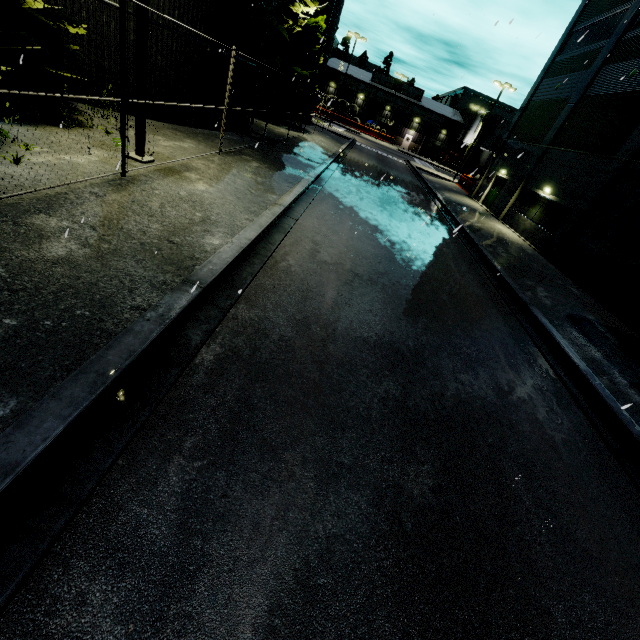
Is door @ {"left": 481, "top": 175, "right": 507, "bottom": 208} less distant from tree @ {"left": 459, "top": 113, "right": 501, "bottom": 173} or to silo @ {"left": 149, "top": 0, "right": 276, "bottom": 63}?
silo @ {"left": 149, "top": 0, "right": 276, "bottom": 63}

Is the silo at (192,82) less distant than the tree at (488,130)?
Yes

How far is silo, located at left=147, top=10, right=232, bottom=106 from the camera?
11.22m

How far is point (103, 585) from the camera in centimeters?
211cm

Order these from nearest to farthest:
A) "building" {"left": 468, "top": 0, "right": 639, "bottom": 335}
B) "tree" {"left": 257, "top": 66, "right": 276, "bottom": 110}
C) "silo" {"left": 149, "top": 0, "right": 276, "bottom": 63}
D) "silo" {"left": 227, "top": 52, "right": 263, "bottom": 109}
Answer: "silo" {"left": 149, "top": 0, "right": 276, "bottom": 63} < "building" {"left": 468, "top": 0, "right": 639, "bottom": 335} < "silo" {"left": 227, "top": 52, "right": 263, "bottom": 109} < "tree" {"left": 257, "top": 66, "right": 276, "bottom": 110}

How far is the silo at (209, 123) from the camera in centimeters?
1238cm
